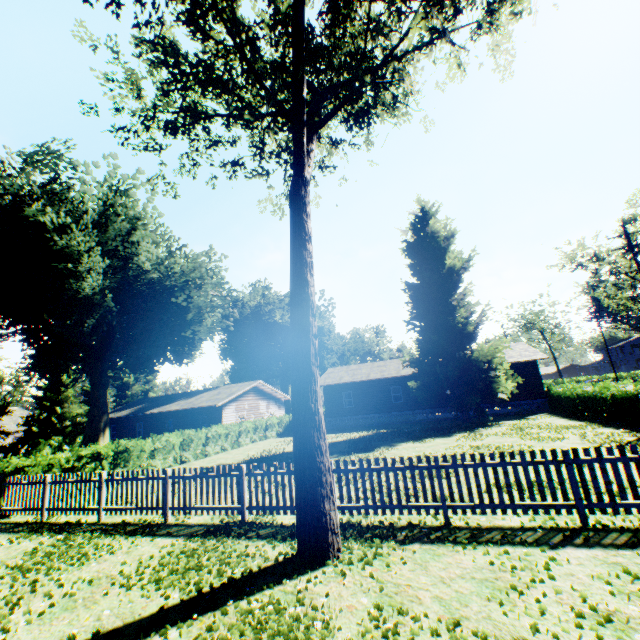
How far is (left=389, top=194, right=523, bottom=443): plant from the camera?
24.4 meters

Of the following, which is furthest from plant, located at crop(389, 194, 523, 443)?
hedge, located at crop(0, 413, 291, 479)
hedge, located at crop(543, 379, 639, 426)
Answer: hedge, located at crop(543, 379, 639, 426)

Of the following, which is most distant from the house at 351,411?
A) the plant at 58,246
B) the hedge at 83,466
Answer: the hedge at 83,466

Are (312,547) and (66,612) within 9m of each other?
yes

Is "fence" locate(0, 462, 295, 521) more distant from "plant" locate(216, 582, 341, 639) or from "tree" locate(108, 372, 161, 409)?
"tree" locate(108, 372, 161, 409)

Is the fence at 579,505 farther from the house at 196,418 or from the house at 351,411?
the house at 351,411

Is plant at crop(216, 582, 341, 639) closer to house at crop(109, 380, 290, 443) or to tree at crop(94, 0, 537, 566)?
tree at crop(94, 0, 537, 566)

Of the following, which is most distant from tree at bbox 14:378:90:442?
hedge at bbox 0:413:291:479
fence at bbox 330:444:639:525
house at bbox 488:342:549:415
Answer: house at bbox 488:342:549:415
